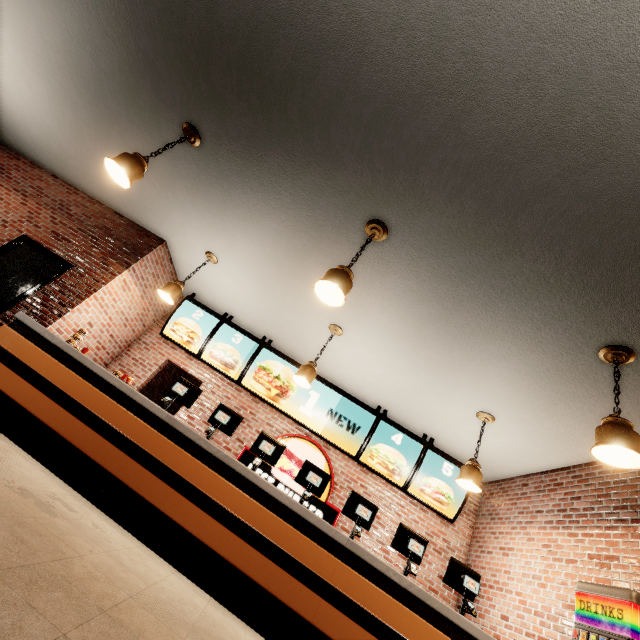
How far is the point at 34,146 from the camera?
6.0m
